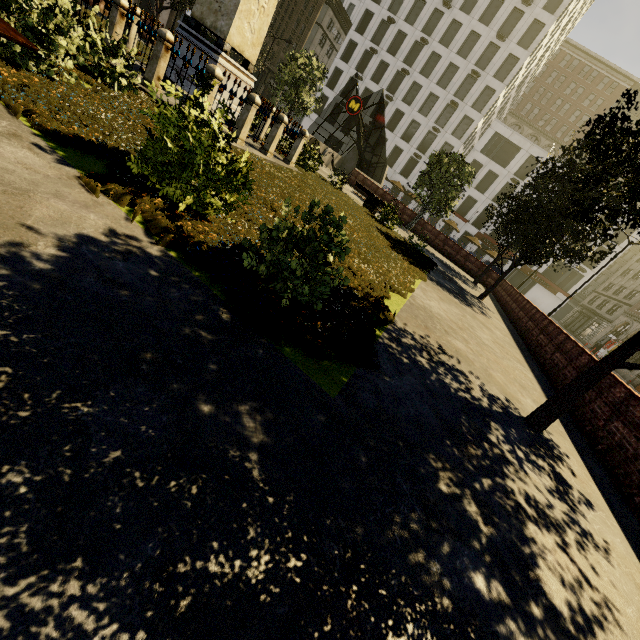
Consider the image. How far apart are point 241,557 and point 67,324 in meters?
1.6

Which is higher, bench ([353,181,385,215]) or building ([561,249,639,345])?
building ([561,249,639,345])

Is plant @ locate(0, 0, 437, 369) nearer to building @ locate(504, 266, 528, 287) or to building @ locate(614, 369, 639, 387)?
building @ locate(614, 369, 639, 387)

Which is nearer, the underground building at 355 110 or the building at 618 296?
the underground building at 355 110

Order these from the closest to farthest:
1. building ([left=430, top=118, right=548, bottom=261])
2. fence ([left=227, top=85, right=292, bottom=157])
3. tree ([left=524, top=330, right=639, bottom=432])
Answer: tree ([left=524, top=330, right=639, bottom=432])
fence ([left=227, top=85, right=292, bottom=157])
building ([left=430, top=118, right=548, bottom=261])

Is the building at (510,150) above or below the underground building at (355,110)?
above

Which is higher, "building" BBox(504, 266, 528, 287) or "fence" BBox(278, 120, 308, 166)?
"building" BBox(504, 266, 528, 287)
